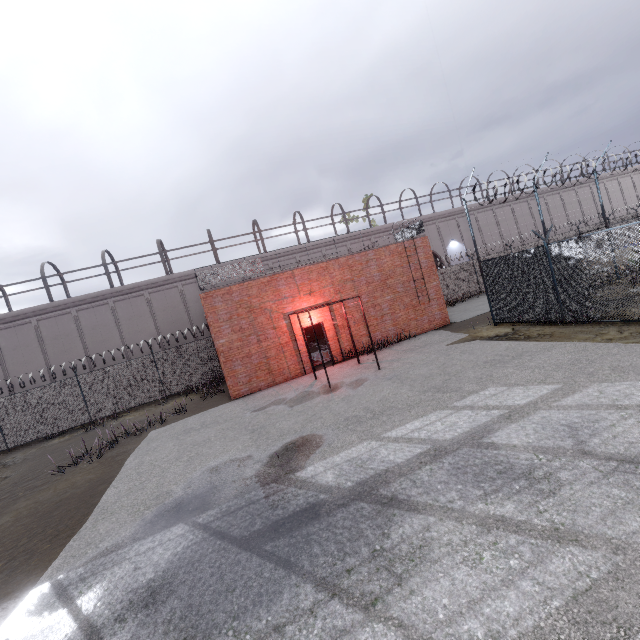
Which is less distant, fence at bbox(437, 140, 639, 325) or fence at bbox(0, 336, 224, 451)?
fence at bbox(437, 140, 639, 325)

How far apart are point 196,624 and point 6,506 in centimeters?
958cm

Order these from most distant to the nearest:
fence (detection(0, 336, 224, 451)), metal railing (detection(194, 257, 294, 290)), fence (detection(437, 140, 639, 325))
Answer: fence (detection(0, 336, 224, 451)) → metal railing (detection(194, 257, 294, 290)) → fence (detection(437, 140, 639, 325))

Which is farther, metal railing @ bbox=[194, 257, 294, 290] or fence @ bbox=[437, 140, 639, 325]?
metal railing @ bbox=[194, 257, 294, 290]

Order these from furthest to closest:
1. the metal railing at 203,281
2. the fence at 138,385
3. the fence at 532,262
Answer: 1. the fence at 138,385
2. the metal railing at 203,281
3. the fence at 532,262

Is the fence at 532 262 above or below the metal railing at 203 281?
below

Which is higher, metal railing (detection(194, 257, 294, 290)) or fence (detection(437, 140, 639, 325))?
metal railing (detection(194, 257, 294, 290))
